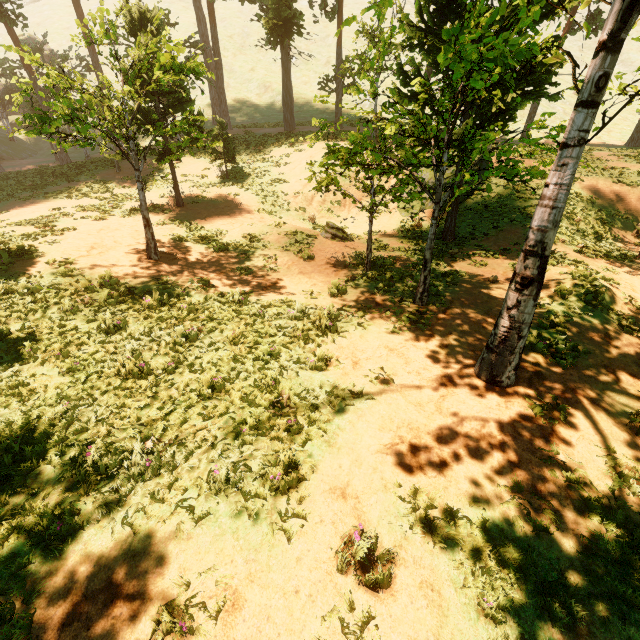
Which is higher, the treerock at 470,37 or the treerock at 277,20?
the treerock at 277,20

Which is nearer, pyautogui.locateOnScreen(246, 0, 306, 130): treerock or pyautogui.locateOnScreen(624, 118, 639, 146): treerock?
pyautogui.locateOnScreen(246, 0, 306, 130): treerock

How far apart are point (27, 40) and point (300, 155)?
29.9m

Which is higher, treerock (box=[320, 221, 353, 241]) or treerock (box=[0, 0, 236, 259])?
treerock (box=[0, 0, 236, 259])

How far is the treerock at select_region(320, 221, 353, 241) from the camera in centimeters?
1568cm

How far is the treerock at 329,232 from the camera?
15.7m

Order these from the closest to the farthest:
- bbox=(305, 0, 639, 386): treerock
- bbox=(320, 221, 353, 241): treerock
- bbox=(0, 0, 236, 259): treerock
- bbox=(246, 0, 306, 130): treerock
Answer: bbox=(305, 0, 639, 386): treerock
bbox=(0, 0, 236, 259): treerock
bbox=(320, 221, 353, 241): treerock
bbox=(246, 0, 306, 130): treerock
